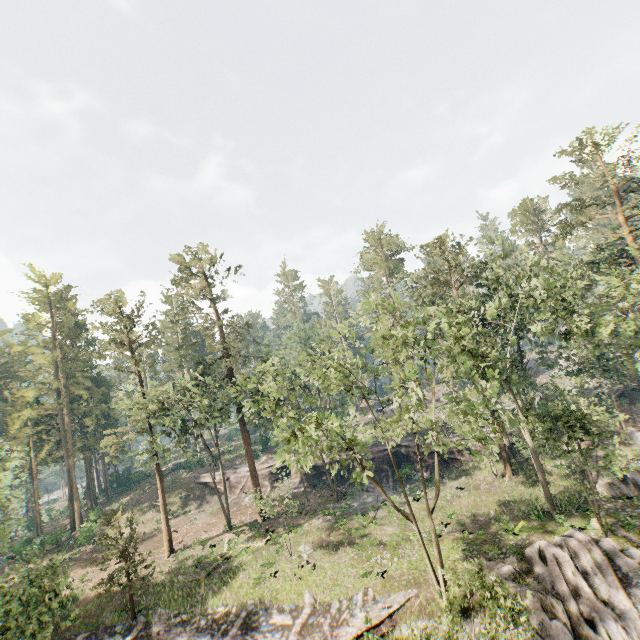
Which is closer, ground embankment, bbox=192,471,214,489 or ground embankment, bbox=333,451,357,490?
ground embankment, bbox=333,451,357,490

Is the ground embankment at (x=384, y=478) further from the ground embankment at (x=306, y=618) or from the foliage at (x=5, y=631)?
the ground embankment at (x=306, y=618)

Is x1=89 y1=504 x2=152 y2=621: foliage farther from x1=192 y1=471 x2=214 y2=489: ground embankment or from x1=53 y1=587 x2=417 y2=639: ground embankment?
x1=192 y1=471 x2=214 y2=489: ground embankment

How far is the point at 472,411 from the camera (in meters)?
16.19

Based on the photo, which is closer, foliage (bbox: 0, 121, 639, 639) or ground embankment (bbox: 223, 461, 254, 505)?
foliage (bbox: 0, 121, 639, 639)

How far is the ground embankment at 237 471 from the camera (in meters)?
44.41

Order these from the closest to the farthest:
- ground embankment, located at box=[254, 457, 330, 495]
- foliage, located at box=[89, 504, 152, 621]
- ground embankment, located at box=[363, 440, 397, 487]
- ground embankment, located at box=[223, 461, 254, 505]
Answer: foliage, located at box=[89, 504, 152, 621], ground embankment, located at box=[363, 440, 397, 487], ground embankment, located at box=[254, 457, 330, 495], ground embankment, located at box=[223, 461, 254, 505]

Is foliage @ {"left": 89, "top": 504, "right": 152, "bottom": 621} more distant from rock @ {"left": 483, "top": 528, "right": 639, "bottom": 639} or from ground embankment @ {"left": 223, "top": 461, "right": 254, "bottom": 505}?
ground embankment @ {"left": 223, "top": 461, "right": 254, "bottom": 505}
